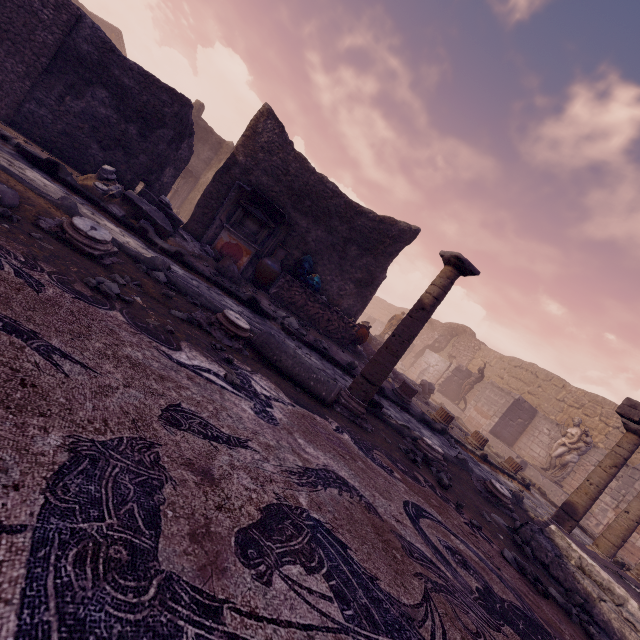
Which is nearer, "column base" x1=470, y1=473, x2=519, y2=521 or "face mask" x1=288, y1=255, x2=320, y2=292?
"column base" x1=470, y1=473, x2=519, y2=521

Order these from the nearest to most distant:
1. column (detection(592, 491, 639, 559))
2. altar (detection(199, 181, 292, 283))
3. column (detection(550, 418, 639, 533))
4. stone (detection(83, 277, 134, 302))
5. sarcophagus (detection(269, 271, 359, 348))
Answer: stone (detection(83, 277, 134, 302)) → column (detection(550, 418, 639, 533)) → column (detection(592, 491, 639, 559)) → altar (detection(199, 181, 292, 283)) → sarcophagus (detection(269, 271, 359, 348))

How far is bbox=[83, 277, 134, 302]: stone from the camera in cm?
243

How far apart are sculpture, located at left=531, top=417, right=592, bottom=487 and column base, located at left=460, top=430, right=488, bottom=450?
5.7m

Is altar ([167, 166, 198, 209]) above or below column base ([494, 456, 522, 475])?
above

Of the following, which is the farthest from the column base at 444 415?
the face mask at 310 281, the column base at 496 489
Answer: the face mask at 310 281

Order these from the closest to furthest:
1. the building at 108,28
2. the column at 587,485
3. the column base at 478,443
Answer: the column at 587,485
the column base at 478,443
the building at 108,28

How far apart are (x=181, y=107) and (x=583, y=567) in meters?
10.4
